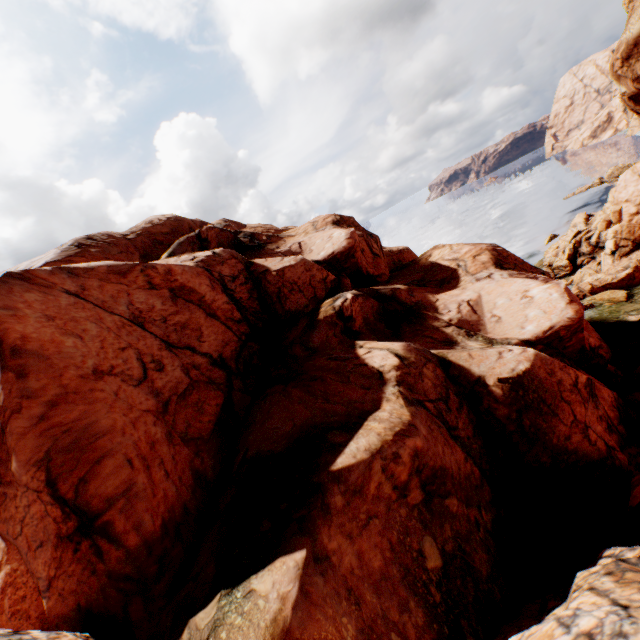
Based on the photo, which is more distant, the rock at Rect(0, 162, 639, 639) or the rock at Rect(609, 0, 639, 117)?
the rock at Rect(609, 0, 639, 117)

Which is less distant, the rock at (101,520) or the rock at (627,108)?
the rock at (101,520)

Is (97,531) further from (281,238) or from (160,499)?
(281,238)
